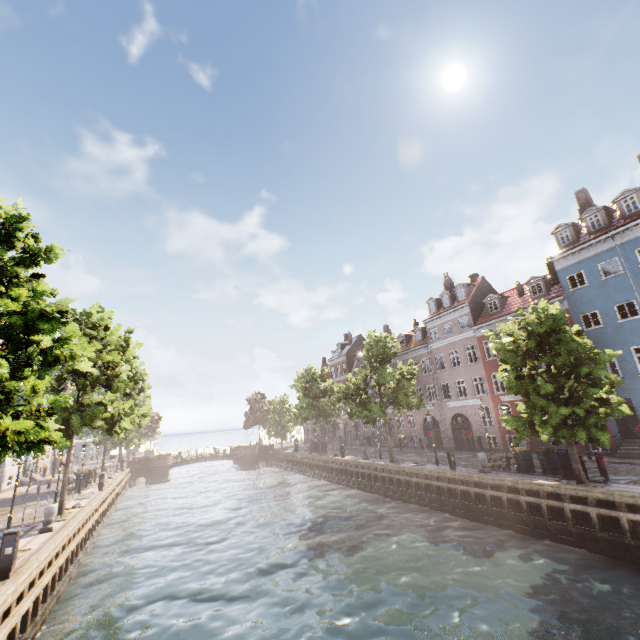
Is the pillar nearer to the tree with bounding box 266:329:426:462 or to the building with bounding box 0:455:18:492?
the tree with bounding box 266:329:426:462

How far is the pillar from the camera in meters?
14.5 m

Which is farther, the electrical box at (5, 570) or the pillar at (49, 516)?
the pillar at (49, 516)

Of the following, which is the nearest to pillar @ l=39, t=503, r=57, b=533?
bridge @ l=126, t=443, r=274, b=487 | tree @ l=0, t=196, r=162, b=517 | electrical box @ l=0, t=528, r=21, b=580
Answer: tree @ l=0, t=196, r=162, b=517

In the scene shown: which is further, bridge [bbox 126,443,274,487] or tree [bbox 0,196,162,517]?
bridge [bbox 126,443,274,487]

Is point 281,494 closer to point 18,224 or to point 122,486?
point 122,486

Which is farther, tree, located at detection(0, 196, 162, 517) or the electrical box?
the electrical box

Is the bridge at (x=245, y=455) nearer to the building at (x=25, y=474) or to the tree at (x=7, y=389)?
the tree at (x=7, y=389)
